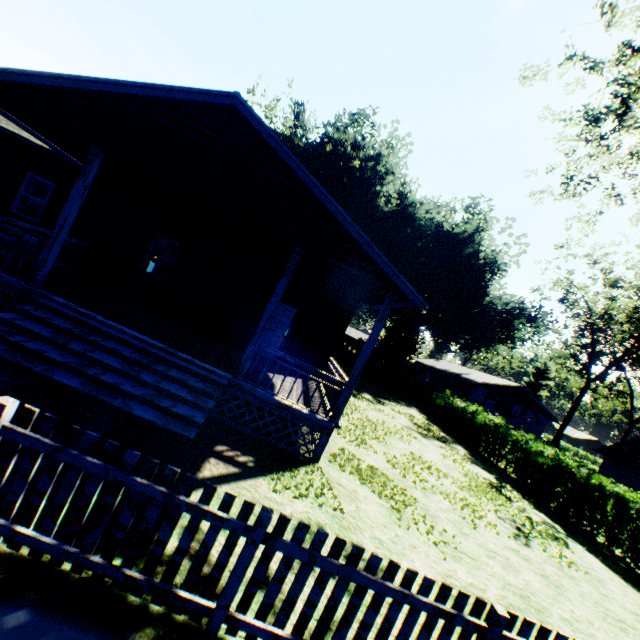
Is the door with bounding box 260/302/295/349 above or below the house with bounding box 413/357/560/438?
below

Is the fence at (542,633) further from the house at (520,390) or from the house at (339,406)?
the house at (520,390)

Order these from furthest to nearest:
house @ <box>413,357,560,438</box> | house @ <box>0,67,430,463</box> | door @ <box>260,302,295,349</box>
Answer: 1. house @ <box>413,357,560,438</box>
2. door @ <box>260,302,295,349</box>
3. house @ <box>0,67,430,463</box>

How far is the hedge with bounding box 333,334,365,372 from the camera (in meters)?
30.66

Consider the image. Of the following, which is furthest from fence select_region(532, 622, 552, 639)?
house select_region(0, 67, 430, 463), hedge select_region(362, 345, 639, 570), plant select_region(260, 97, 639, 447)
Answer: plant select_region(260, 97, 639, 447)

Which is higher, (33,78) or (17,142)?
(33,78)

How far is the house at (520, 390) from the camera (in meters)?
38.44

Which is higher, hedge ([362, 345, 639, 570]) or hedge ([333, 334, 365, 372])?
hedge ([333, 334, 365, 372])
